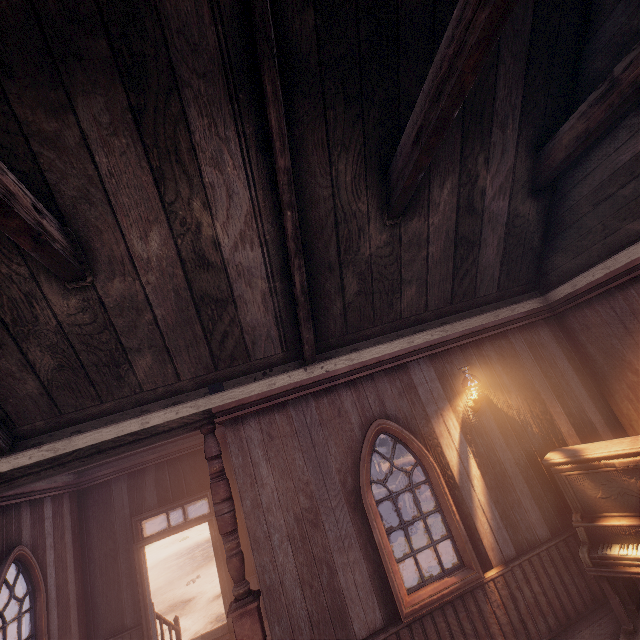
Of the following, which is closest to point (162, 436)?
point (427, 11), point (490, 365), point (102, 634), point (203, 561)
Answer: point (490, 365)

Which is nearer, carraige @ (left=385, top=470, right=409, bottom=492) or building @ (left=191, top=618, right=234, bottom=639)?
building @ (left=191, top=618, right=234, bottom=639)

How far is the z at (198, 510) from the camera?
29.1 meters

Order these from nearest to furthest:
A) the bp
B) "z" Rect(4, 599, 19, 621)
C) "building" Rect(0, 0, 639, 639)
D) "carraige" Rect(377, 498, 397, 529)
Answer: "building" Rect(0, 0, 639, 639), the bp, "carraige" Rect(377, 498, 397, 529), "z" Rect(4, 599, 19, 621)

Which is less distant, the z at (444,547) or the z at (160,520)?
the z at (444,547)

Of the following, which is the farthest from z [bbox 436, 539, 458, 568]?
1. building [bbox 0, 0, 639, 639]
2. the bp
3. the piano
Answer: the bp

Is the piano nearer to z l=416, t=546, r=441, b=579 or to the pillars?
z l=416, t=546, r=441, b=579

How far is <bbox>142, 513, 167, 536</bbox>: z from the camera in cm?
3141
